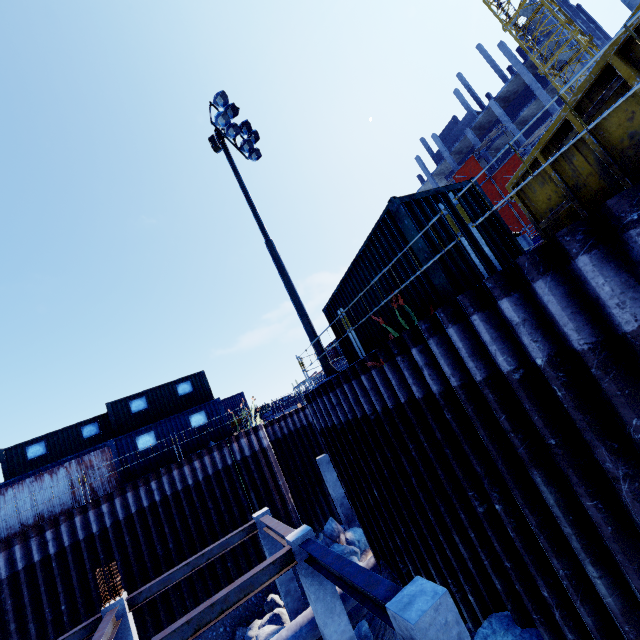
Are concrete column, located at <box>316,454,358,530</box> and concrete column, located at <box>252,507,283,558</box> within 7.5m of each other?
yes

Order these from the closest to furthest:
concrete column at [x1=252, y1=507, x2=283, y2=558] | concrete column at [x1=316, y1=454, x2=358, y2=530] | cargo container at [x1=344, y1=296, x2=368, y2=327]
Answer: cargo container at [x1=344, y1=296, x2=368, y2=327] < concrete column at [x1=252, y1=507, x2=283, y2=558] < concrete column at [x1=316, y1=454, x2=358, y2=530]

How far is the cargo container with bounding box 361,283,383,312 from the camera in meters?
8.4

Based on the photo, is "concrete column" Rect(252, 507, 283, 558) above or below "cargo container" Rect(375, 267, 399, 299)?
below

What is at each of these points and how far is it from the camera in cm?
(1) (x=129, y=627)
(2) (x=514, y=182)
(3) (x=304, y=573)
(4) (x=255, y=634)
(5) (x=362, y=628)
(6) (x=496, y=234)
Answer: (1) concrete column, 979
(2) dumpster, 603
(3) concrete column, 771
(4) compgrassrocksplants, 1213
(5) compgrassrocksplants, 953
(6) cargo container, 714

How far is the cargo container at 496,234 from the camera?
6.9 meters

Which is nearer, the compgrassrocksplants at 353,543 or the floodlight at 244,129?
the floodlight at 244,129

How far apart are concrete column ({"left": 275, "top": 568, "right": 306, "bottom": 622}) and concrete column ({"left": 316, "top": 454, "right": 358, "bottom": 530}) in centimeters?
619cm
